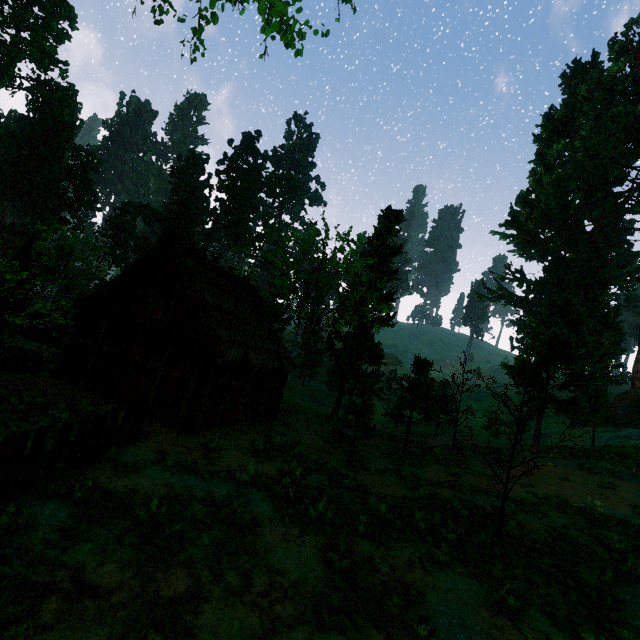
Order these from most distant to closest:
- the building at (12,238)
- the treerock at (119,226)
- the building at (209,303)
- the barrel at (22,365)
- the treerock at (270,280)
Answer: the treerock at (119,226), the building at (12,238), the treerock at (270,280), the barrel at (22,365), the building at (209,303)

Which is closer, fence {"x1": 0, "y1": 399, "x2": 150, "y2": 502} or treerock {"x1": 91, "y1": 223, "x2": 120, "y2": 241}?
fence {"x1": 0, "y1": 399, "x2": 150, "y2": 502}

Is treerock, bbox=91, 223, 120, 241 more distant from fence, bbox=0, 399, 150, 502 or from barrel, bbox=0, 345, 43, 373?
barrel, bbox=0, 345, 43, 373

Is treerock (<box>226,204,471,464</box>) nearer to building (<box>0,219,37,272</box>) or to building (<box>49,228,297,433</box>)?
building (<box>0,219,37,272</box>)

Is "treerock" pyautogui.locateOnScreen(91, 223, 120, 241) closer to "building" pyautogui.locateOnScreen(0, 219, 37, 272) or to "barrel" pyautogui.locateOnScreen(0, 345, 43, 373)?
"building" pyautogui.locateOnScreen(0, 219, 37, 272)

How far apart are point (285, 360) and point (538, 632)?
15.4m

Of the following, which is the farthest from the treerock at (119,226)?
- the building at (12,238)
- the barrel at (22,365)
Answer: the barrel at (22,365)

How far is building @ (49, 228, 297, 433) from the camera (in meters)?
13.32
